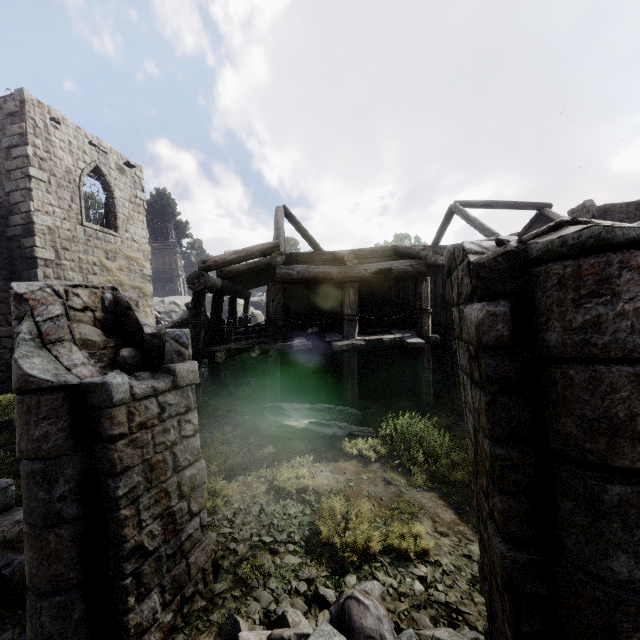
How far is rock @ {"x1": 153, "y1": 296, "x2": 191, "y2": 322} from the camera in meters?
31.2 m

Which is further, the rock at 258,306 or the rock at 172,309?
the rock at 258,306

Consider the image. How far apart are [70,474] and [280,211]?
14.2m

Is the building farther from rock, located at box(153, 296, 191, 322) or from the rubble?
rock, located at box(153, 296, 191, 322)

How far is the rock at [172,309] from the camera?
31.2m

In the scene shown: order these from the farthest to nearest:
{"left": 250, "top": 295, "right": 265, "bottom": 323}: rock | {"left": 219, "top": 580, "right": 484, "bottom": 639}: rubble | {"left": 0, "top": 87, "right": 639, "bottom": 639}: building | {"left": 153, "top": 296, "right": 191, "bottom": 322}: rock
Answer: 1. {"left": 250, "top": 295, "right": 265, "bottom": 323}: rock
2. {"left": 153, "top": 296, "right": 191, "bottom": 322}: rock
3. {"left": 219, "top": 580, "right": 484, "bottom": 639}: rubble
4. {"left": 0, "top": 87, "right": 639, "bottom": 639}: building
